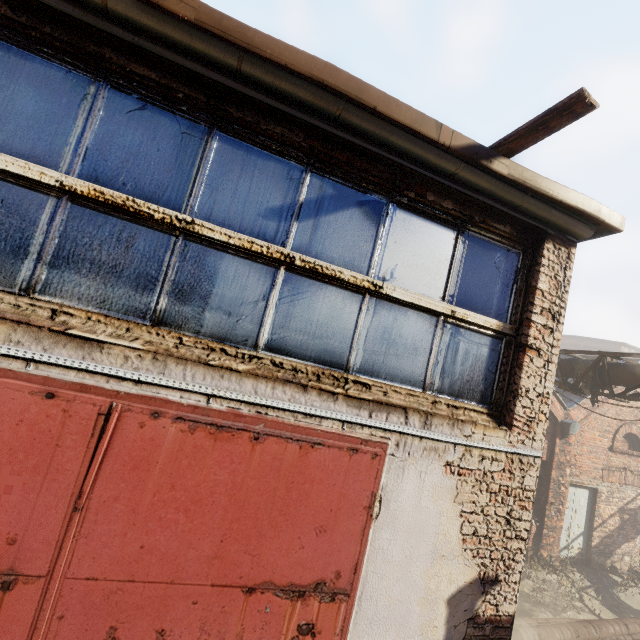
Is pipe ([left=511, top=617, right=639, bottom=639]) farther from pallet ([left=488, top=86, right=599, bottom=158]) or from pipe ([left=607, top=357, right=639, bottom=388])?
pallet ([left=488, top=86, right=599, bottom=158])

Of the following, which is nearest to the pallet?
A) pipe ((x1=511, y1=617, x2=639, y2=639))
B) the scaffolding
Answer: the scaffolding

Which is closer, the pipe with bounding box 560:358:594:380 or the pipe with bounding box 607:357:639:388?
the pipe with bounding box 607:357:639:388

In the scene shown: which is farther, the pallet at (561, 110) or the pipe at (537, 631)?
the pipe at (537, 631)

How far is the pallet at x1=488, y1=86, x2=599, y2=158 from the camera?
2.20m

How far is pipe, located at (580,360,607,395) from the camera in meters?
7.3 m

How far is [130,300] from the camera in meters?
2.1 m

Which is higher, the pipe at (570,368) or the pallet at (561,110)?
the pallet at (561,110)
